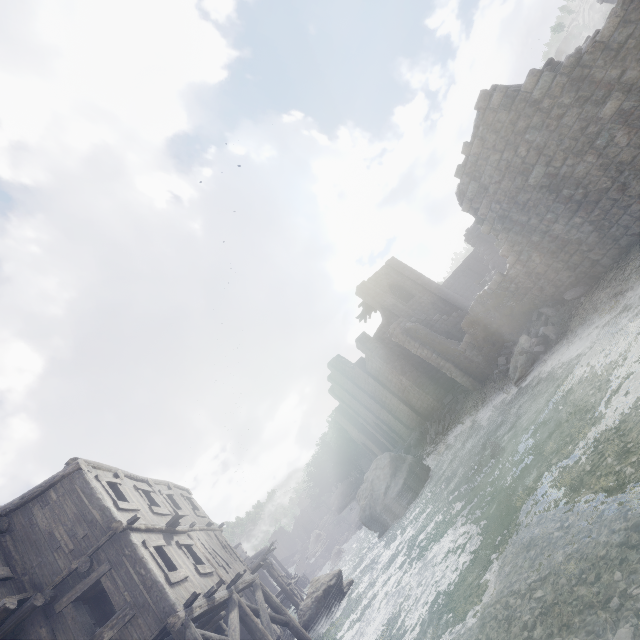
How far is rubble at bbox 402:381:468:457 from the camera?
24.3m

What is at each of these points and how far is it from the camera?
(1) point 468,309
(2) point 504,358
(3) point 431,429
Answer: (1) building, 25.50m
(2) rubble, 17.48m
(3) rubble, 27.66m

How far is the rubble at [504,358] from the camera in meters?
17.2 m

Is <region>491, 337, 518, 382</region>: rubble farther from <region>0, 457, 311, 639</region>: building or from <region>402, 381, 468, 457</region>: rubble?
<region>402, 381, 468, 457</region>: rubble

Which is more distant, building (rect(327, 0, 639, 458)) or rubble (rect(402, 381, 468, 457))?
rubble (rect(402, 381, 468, 457))

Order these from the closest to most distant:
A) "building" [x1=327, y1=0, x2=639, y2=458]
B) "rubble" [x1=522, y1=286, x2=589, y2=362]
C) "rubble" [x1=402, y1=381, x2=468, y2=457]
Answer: "building" [x1=327, y1=0, x2=639, y2=458], "rubble" [x1=522, y1=286, x2=589, y2=362], "rubble" [x1=402, y1=381, x2=468, y2=457]

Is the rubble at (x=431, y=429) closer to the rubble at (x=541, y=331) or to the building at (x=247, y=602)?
the building at (x=247, y=602)

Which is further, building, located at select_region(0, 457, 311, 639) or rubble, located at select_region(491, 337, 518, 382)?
rubble, located at select_region(491, 337, 518, 382)
